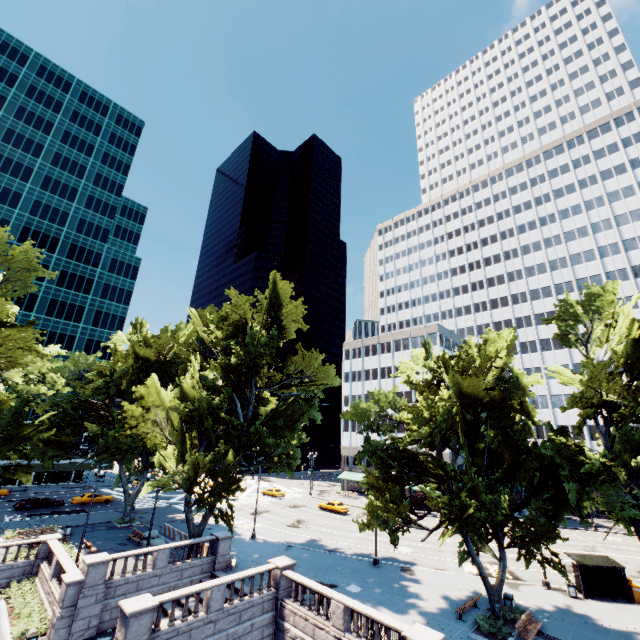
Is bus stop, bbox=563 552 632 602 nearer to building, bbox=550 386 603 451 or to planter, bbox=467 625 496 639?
planter, bbox=467 625 496 639

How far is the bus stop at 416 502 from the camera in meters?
50.8 m

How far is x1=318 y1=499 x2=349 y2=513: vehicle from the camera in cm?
4762

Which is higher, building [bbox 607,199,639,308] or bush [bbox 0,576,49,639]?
building [bbox 607,199,639,308]

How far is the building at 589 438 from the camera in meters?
55.2

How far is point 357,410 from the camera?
26.81m

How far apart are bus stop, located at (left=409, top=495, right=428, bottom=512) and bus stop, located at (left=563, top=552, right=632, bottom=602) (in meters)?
25.48

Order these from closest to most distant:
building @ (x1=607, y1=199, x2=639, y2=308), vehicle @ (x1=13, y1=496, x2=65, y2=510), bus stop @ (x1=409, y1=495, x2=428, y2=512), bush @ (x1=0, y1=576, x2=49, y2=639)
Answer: bush @ (x1=0, y1=576, x2=49, y2=639), vehicle @ (x1=13, y1=496, x2=65, y2=510), bus stop @ (x1=409, y1=495, x2=428, y2=512), building @ (x1=607, y1=199, x2=639, y2=308)
